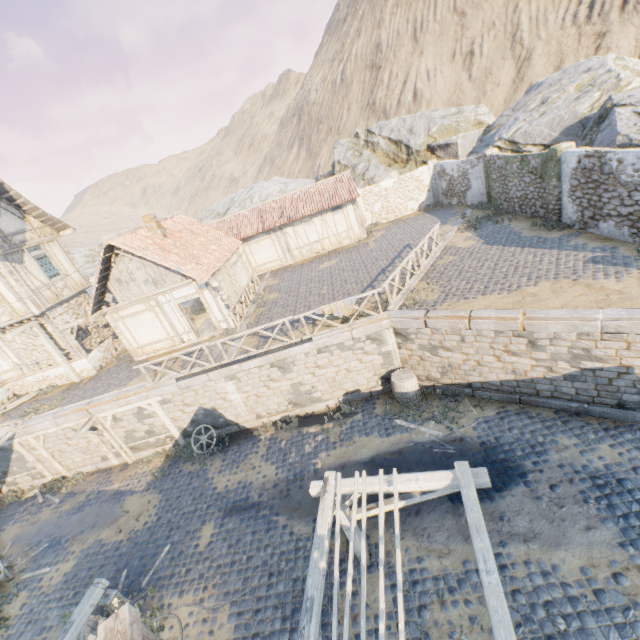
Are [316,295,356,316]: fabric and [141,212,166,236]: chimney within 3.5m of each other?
no

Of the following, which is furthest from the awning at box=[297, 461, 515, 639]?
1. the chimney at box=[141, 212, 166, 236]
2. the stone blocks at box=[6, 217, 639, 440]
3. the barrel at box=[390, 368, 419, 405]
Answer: the chimney at box=[141, 212, 166, 236]

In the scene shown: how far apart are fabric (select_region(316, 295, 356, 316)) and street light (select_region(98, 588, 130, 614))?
8.96m

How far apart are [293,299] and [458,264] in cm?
826

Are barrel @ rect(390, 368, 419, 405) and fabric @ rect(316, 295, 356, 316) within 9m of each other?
yes

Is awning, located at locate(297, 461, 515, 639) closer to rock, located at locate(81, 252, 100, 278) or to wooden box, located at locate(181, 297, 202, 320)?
rock, located at locate(81, 252, 100, 278)

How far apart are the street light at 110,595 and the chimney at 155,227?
13.7m

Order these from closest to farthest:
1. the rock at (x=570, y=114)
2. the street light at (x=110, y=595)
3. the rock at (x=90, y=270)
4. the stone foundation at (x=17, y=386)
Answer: the street light at (x=110, y=595)
the rock at (x=570, y=114)
the stone foundation at (x=17, y=386)
the rock at (x=90, y=270)
